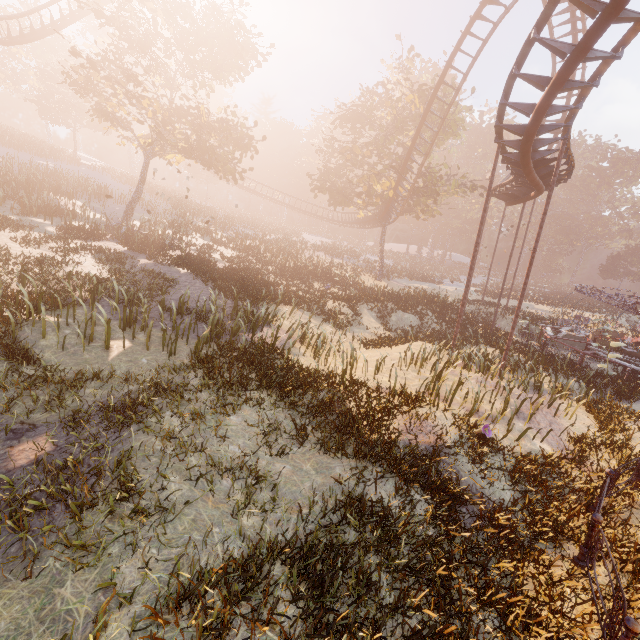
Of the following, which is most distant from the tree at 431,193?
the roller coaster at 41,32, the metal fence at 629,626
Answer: the metal fence at 629,626

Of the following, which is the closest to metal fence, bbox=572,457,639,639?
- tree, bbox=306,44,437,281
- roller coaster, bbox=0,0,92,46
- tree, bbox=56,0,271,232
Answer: roller coaster, bbox=0,0,92,46

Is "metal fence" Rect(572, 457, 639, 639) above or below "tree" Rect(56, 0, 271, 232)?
below

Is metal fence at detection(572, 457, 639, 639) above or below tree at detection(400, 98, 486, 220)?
below

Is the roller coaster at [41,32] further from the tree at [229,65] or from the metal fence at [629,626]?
the metal fence at [629,626]

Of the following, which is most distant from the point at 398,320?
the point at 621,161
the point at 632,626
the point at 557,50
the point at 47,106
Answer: the point at 621,161

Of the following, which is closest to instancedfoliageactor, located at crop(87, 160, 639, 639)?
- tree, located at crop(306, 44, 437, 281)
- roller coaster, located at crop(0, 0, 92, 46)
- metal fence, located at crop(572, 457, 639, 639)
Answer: metal fence, located at crop(572, 457, 639, 639)

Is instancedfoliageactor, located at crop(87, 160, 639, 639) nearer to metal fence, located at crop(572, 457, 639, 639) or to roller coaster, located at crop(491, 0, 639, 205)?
metal fence, located at crop(572, 457, 639, 639)
